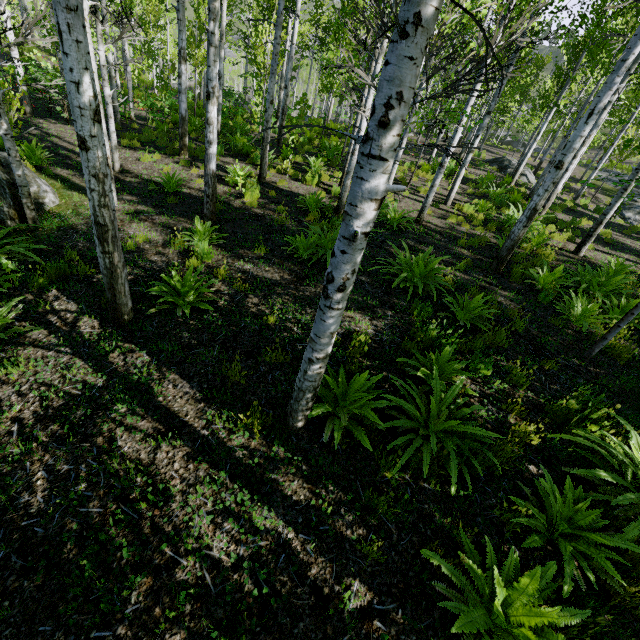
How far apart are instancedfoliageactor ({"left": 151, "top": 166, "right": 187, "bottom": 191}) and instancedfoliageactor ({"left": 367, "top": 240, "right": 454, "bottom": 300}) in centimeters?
623cm

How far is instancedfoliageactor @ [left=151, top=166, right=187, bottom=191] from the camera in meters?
8.3

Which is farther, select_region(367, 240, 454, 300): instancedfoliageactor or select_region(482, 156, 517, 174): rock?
select_region(482, 156, 517, 174): rock

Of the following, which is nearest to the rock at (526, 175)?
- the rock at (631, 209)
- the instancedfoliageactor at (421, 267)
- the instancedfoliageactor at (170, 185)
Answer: Result: the rock at (631, 209)

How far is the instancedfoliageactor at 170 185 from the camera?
8.31m

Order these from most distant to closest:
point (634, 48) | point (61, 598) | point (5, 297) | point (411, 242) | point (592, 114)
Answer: point (411, 242), point (592, 114), point (634, 48), point (5, 297), point (61, 598)

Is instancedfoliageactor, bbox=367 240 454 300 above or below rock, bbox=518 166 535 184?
below

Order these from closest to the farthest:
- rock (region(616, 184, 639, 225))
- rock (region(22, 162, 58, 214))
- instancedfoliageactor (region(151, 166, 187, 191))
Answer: rock (region(22, 162, 58, 214)) → instancedfoliageactor (region(151, 166, 187, 191)) → rock (region(616, 184, 639, 225))
